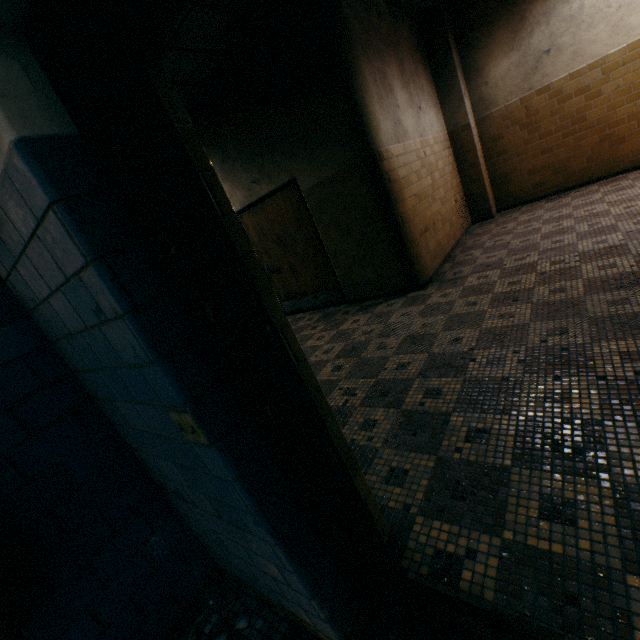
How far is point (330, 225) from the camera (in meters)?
5.00

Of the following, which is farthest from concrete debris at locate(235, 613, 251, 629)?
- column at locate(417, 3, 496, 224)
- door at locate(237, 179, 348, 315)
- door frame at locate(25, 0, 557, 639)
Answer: column at locate(417, 3, 496, 224)

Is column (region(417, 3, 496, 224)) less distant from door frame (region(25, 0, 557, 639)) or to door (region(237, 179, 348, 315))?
door (region(237, 179, 348, 315))

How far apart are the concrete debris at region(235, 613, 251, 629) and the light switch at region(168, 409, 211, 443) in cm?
120

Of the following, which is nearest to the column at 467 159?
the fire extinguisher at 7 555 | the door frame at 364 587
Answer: the door frame at 364 587

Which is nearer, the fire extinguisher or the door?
the fire extinguisher

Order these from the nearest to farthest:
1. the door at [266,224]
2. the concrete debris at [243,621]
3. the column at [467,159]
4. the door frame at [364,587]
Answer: the door frame at [364,587] → the concrete debris at [243,621] → the door at [266,224] → the column at [467,159]

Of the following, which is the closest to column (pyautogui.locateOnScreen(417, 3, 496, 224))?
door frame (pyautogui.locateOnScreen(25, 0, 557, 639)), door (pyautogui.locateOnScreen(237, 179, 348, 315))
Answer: door (pyautogui.locateOnScreen(237, 179, 348, 315))
